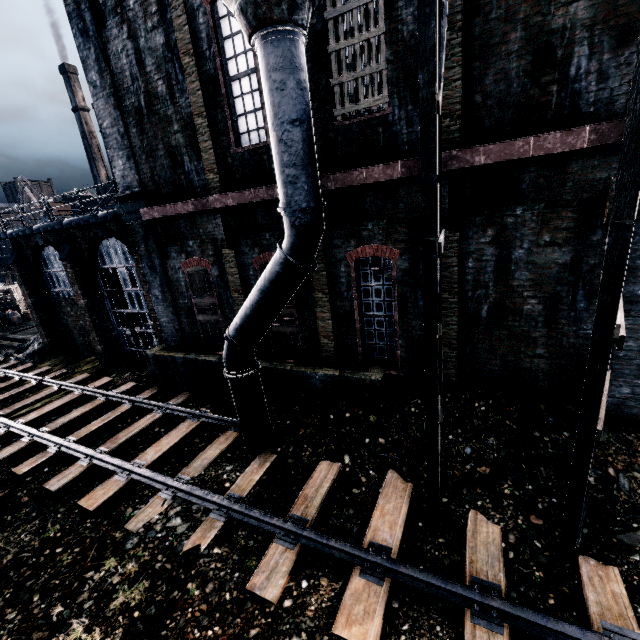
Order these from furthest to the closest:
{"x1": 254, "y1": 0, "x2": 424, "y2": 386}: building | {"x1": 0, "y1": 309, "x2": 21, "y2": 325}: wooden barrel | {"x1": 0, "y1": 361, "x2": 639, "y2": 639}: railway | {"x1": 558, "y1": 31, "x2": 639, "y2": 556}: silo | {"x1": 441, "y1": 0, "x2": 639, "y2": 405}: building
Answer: {"x1": 0, "y1": 309, "x2": 21, "y2": 325}: wooden barrel → {"x1": 254, "y1": 0, "x2": 424, "y2": 386}: building → {"x1": 441, "y1": 0, "x2": 639, "y2": 405}: building → {"x1": 0, "y1": 361, "x2": 639, "y2": 639}: railway → {"x1": 558, "y1": 31, "x2": 639, "y2": 556}: silo

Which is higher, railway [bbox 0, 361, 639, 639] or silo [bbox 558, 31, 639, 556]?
silo [bbox 558, 31, 639, 556]

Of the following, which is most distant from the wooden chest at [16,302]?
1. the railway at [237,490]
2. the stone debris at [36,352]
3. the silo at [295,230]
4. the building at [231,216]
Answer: the silo at [295,230]

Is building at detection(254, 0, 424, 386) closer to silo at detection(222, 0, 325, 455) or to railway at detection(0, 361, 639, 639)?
silo at detection(222, 0, 325, 455)

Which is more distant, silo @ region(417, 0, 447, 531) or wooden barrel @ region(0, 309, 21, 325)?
wooden barrel @ region(0, 309, 21, 325)

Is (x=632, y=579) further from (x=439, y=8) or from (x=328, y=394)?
(x=439, y=8)

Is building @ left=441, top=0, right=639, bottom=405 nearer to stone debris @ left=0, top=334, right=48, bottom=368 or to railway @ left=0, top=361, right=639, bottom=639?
stone debris @ left=0, top=334, right=48, bottom=368

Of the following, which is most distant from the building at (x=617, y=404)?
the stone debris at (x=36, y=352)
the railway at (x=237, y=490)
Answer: the railway at (x=237, y=490)
